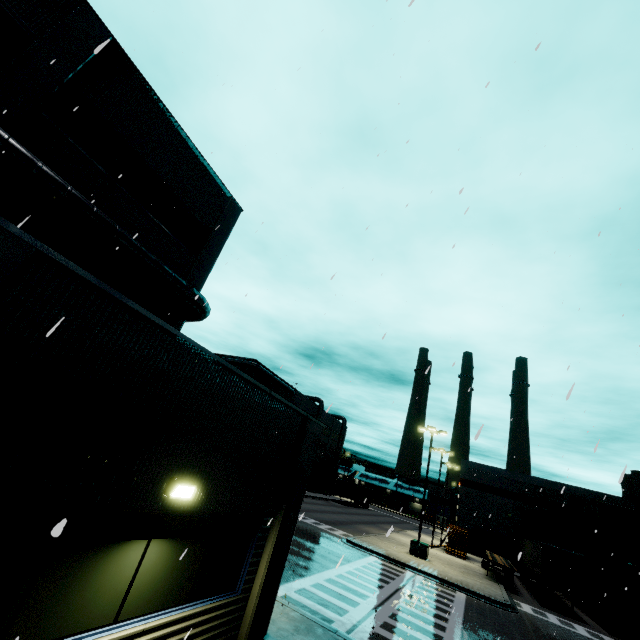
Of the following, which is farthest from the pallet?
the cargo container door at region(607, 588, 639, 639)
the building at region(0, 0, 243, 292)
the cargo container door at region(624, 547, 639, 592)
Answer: the cargo container door at region(624, 547, 639, 592)

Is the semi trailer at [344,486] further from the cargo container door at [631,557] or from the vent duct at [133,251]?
the cargo container door at [631,557]

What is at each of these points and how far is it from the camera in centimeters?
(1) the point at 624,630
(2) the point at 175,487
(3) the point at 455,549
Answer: (1) cargo container door, 2059cm
(2) light, 510cm
(3) pallet, 3466cm

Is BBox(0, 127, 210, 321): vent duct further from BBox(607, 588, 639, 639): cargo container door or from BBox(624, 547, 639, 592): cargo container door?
BBox(607, 588, 639, 639): cargo container door

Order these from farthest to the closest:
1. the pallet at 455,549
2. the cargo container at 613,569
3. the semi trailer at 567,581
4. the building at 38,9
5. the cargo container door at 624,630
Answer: the pallet at 455,549
the semi trailer at 567,581
the cargo container at 613,569
the cargo container door at 624,630
the building at 38,9

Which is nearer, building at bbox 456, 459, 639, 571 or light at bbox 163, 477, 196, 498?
light at bbox 163, 477, 196, 498

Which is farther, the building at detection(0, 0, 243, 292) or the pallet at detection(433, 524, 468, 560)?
the pallet at detection(433, 524, 468, 560)

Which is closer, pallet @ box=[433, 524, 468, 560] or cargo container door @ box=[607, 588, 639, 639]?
cargo container door @ box=[607, 588, 639, 639]
